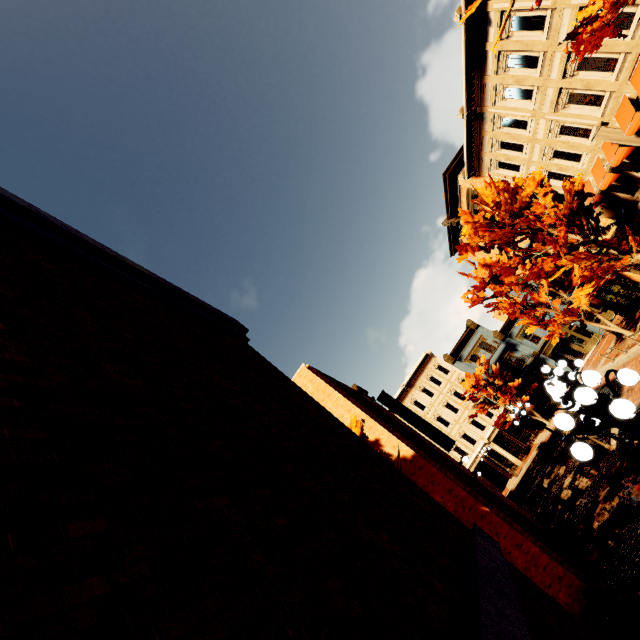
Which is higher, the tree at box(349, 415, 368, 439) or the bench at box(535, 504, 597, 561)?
the tree at box(349, 415, 368, 439)

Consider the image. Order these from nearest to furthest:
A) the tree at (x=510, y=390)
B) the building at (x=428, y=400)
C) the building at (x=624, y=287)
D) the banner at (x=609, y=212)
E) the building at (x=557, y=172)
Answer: the building at (x=557, y=172) < the banner at (x=609, y=212) < the building at (x=624, y=287) < the tree at (x=510, y=390) < the building at (x=428, y=400)

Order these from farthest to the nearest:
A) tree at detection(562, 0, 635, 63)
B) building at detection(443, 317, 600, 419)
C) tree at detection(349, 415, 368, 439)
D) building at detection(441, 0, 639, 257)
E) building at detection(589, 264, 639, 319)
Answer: building at detection(443, 317, 600, 419)
building at detection(589, 264, 639, 319)
building at detection(441, 0, 639, 257)
tree at detection(349, 415, 368, 439)
tree at detection(562, 0, 635, 63)

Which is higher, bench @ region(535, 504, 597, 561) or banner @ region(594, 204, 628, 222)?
banner @ region(594, 204, 628, 222)

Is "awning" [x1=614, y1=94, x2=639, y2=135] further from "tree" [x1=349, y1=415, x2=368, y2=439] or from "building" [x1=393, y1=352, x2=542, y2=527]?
"building" [x1=393, y1=352, x2=542, y2=527]

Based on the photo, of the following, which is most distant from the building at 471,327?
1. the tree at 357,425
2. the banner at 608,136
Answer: the tree at 357,425

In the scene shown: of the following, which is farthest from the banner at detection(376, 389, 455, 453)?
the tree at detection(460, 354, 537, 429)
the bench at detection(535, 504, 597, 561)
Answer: the tree at detection(460, 354, 537, 429)

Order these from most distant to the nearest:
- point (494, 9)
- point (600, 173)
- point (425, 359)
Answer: point (425, 359), point (600, 173), point (494, 9)
